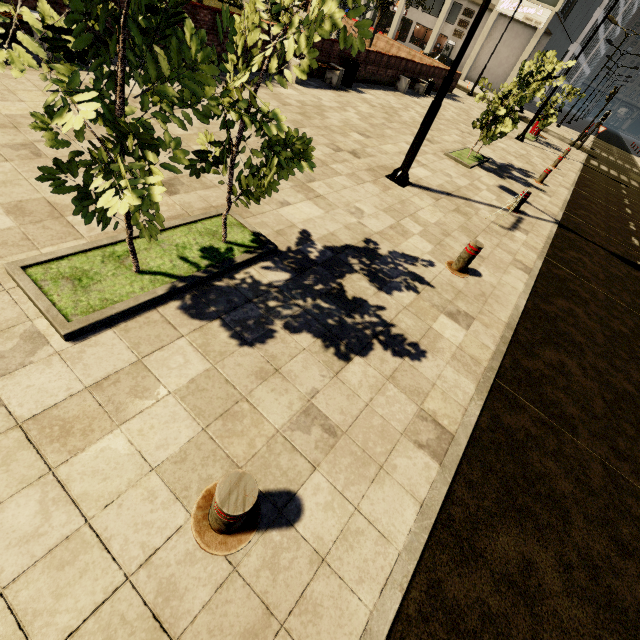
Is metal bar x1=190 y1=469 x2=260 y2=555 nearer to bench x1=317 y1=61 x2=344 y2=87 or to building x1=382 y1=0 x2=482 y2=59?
building x1=382 y1=0 x2=482 y2=59

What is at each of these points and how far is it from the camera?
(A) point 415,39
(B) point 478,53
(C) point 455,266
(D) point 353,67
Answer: (A) building, 47.44m
(B) building, 33.31m
(C) metal bar, 5.41m
(D) trash bin, 12.49m

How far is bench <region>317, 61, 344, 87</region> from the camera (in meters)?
11.48

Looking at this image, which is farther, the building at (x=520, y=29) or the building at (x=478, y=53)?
the building at (x=478, y=53)

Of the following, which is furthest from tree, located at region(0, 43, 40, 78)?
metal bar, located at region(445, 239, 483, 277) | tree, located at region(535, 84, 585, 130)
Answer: tree, located at region(535, 84, 585, 130)

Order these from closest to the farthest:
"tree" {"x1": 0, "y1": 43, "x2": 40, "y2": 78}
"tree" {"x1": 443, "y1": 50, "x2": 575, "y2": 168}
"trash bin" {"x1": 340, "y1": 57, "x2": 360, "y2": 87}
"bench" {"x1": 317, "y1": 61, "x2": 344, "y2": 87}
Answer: "tree" {"x1": 0, "y1": 43, "x2": 40, "y2": 78}, "tree" {"x1": 443, "y1": 50, "x2": 575, "y2": 168}, "bench" {"x1": 317, "y1": 61, "x2": 344, "y2": 87}, "trash bin" {"x1": 340, "y1": 57, "x2": 360, "y2": 87}

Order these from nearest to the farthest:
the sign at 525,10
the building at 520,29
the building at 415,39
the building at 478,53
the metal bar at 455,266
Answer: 1. the metal bar at 455,266
2. the sign at 525,10
3. the building at 520,29
4. the building at 478,53
5. the building at 415,39

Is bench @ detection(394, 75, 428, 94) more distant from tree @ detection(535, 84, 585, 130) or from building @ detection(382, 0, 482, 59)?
building @ detection(382, 0, 482, 59)
